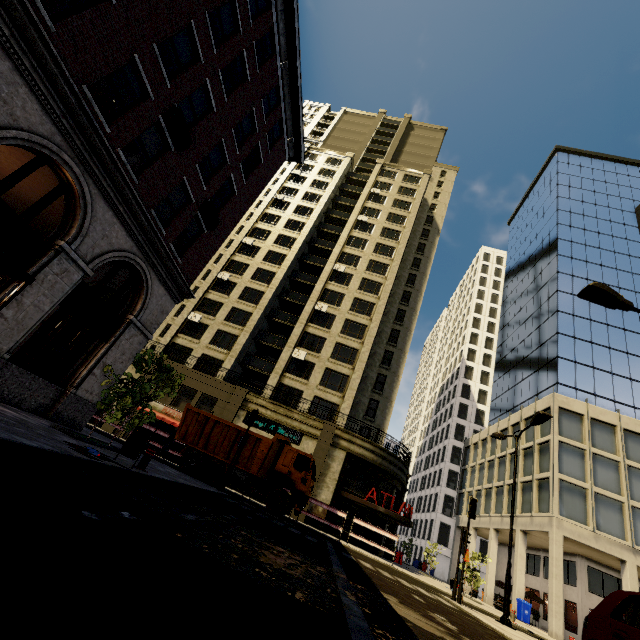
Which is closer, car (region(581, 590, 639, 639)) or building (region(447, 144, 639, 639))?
car (region(581, 590, 639, 639))

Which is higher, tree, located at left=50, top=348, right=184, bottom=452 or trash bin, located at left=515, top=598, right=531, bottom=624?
tree, located at left=50, top=348, right=184, bottom=452

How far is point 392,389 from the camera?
33.8m

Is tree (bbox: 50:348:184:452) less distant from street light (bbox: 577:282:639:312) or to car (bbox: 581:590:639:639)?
street light (bbox: 577:282:639:312)

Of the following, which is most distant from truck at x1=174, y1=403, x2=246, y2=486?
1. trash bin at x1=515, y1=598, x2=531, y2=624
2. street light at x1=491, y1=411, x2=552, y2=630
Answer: trash bin at x1=515, y1=598, x2=531, y2=624

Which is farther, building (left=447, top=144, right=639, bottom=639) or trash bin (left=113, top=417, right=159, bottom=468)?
building (left=447, top=144, right=639, bottom=639)

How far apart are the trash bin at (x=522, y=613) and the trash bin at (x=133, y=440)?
30.8m

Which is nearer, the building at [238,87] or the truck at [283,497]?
the building at [238,87]
